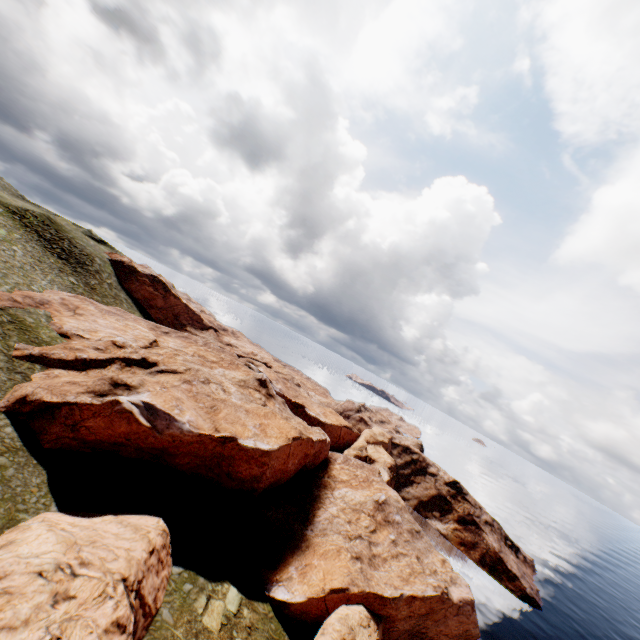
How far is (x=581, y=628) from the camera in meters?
56.2 m

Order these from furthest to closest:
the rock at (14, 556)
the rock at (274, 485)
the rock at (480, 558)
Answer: the rock at (480, 558)
the rock at (274, 485)
the rock at (14, 556)

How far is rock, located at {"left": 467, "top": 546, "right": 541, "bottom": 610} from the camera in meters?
55.0 m

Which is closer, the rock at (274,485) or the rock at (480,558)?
the rock at (274,485)

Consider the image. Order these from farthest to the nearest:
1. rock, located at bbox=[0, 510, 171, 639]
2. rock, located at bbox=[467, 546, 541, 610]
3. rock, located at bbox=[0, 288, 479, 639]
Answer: rock, located at bbox=[467, 546, 541, 610] → rock, located at bbox=[0, 288, 479, 639] → rock, located at bbox=[0, 510, 171, 639]

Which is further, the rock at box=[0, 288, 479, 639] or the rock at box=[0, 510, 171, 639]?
the rock at box=[0, 288, 479, 639]
